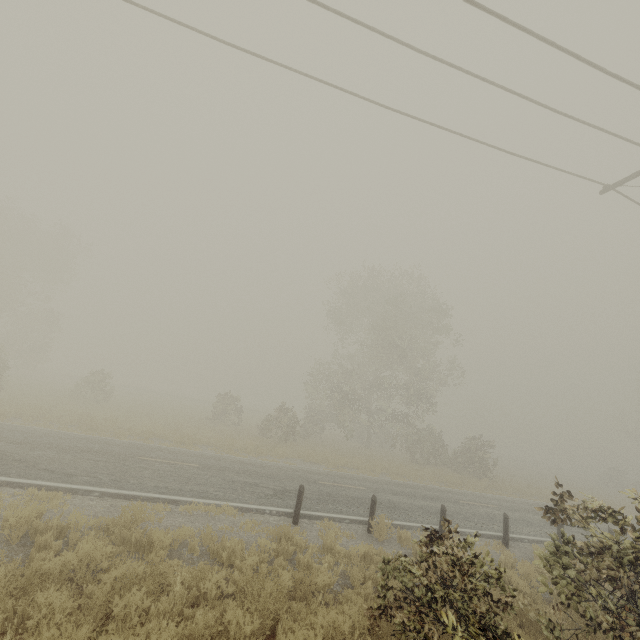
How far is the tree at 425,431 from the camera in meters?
26.5 m

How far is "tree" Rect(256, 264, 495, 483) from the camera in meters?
26.5

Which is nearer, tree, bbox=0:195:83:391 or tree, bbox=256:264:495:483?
tree, bbox=256:264:495:483

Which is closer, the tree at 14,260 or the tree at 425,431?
the tree at 425,431

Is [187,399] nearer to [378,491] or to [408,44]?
[378,491]
